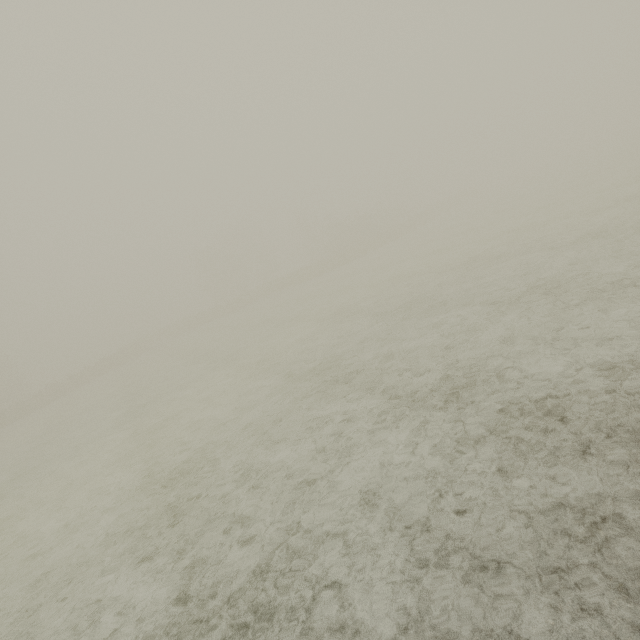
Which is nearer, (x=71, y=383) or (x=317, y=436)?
(x=317, y=436)
